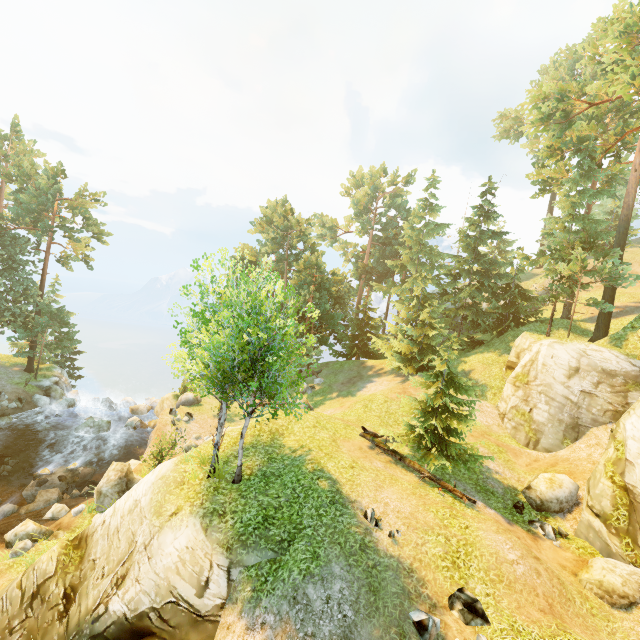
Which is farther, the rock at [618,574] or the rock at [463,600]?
the rock at [618,574]

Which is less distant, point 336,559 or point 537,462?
point 336,559

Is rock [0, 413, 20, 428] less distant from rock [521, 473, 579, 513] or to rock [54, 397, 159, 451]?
rock [54, 397, 159, 451]

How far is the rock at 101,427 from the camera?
26.1m

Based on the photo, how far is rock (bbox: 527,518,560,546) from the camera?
13.2 meters

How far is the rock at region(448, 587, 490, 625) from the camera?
8.7m

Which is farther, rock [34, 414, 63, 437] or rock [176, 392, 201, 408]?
rock [176, 392, 201, 408]

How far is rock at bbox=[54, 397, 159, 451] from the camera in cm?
2612
